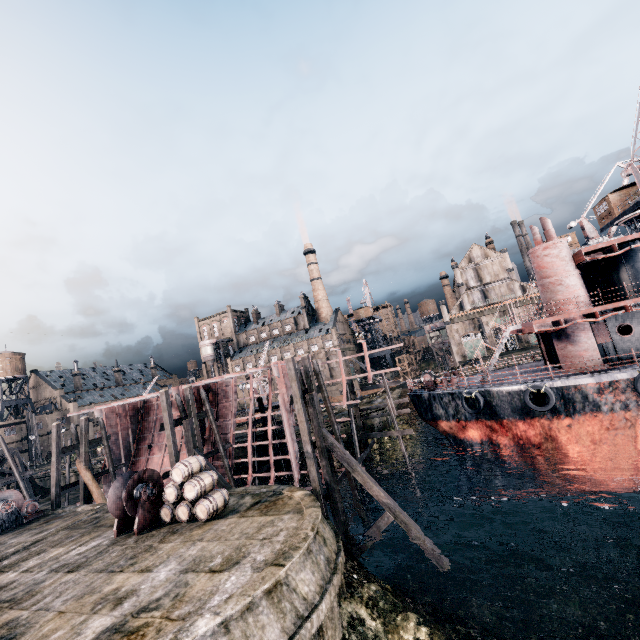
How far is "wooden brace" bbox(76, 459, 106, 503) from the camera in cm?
2473

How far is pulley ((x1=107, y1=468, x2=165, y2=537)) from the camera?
15.1 meters

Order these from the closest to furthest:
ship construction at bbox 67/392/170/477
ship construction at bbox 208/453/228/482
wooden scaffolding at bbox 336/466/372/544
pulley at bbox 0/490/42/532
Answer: wooden scaffolding at bbox 336/466/372/544
pulley at bbox 0/490/42/532
ship construction at bbox 208/453/228/482
ship construction at bbox 67/392/170/477

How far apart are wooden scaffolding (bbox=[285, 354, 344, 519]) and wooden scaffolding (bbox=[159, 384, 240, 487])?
8.3m

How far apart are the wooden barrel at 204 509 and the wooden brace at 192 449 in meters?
4.0 m

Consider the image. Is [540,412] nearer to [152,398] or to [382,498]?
[382,498]

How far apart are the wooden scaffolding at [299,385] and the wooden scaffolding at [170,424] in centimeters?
832cm

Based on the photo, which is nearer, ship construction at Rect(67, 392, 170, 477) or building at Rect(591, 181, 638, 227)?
ship construction at Rect(67, 392, 170, 477)
